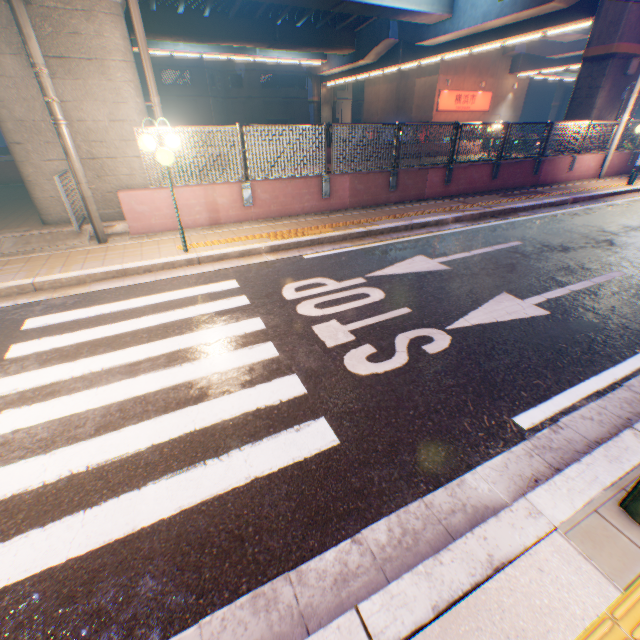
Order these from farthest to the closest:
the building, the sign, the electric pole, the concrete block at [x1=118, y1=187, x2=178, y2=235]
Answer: the building → the sign → the concrete block at [x1=118, y1=187, x2=178, y2=235] → the electric pole

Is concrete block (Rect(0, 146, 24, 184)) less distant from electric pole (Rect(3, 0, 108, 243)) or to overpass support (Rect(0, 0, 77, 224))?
overpass support (Rect(0, 0, 77, 224))

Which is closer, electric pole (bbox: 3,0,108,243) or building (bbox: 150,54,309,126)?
electric pole (bbox: 3,0,108,243)

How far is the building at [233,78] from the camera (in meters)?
39.91

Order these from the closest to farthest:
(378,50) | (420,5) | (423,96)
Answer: (420,5) < (378,50) < (423,96)

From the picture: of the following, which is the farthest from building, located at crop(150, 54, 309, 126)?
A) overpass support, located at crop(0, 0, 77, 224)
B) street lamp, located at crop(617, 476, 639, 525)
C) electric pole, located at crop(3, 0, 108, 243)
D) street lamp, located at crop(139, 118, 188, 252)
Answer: street lamp, located at crop(617, 476, 639, 525)

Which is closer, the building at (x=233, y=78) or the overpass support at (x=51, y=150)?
the overpass support at (x=51, y=150)

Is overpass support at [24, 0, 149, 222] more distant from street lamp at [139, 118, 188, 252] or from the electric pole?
street lamp at [139, 118, 188, 252]
